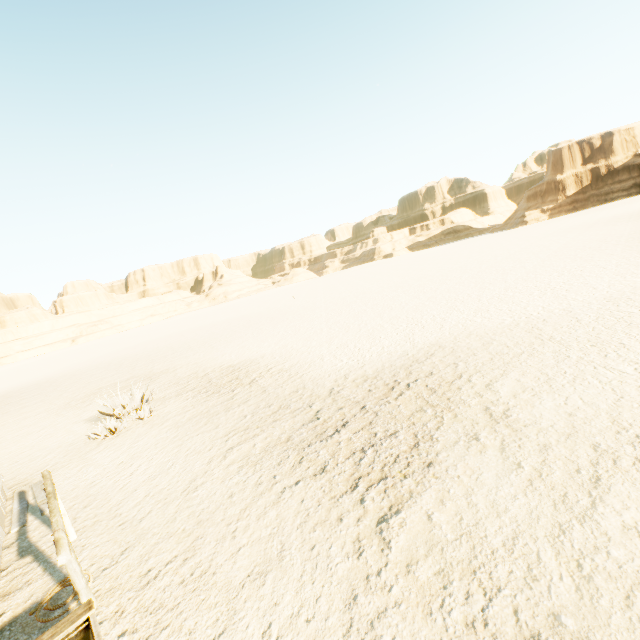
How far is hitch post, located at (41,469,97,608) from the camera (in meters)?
3.17

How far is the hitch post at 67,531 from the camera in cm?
317

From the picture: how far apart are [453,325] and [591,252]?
13.2 meters
